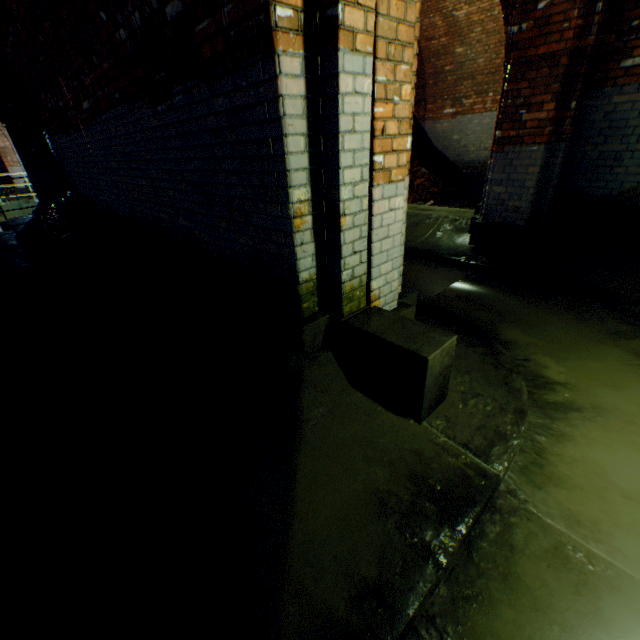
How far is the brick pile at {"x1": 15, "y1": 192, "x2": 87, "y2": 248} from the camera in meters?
7.5

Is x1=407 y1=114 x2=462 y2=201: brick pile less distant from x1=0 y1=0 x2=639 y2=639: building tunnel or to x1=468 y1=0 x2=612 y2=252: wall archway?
x1=0 y1=0 x2=639 y2=639: building tunnel

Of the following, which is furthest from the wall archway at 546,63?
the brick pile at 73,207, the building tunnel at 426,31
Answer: the brick pile at 73,207

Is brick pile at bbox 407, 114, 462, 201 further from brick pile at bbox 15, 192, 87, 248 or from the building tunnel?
brick pile at bbox 15, 192, 87, 248

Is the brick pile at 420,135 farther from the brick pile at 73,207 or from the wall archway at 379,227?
the wall archway at 379,227

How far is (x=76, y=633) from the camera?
1.44m

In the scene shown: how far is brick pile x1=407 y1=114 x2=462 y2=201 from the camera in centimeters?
1013cm
